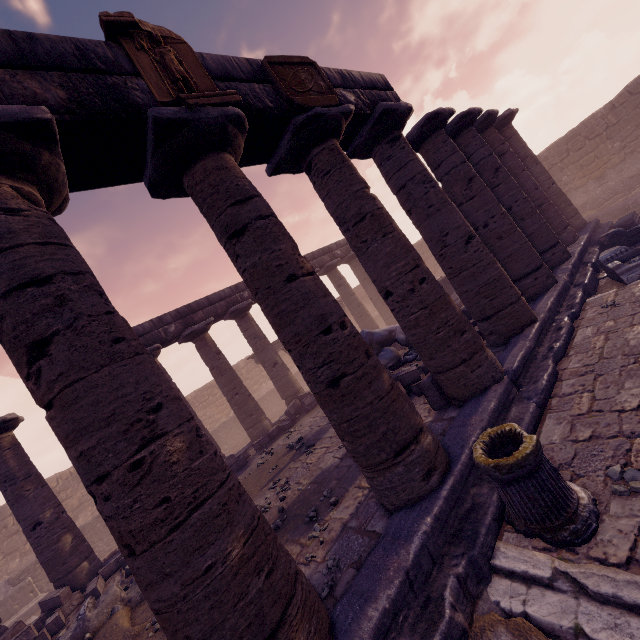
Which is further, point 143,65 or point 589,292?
point 589,292

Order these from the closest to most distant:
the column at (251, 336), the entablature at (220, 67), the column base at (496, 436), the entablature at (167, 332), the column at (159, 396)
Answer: the column at (159, 396) < the column base at (496, 436) < the entablature at (220, 67) < the entablature at (167, 332) < the column at (251, 336)

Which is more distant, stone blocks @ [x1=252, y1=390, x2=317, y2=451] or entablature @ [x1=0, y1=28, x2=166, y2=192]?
Result: stone blocks @ [x1=252, y1=390, x2=317, y2=451]

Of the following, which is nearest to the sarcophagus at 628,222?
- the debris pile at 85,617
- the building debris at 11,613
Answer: the debris pile at 85,617

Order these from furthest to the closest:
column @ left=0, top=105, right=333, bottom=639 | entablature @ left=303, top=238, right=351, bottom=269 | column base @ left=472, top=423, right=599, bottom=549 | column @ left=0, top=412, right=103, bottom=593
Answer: entablature @ left=303, top=238, right=351, bottom=269, column @ left=0, top=412, right=103, bottom=593, column base @ left=472, top=423, right=599, bottom=549, column @ left=0, top=105, right=333, bottom=639

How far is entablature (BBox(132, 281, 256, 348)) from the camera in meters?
12.5 m

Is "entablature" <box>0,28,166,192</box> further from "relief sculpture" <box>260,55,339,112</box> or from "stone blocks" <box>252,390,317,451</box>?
"stone blocks" <box>252,390,317,451</box>

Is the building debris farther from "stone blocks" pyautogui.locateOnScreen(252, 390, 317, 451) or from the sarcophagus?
the sarcophagus
